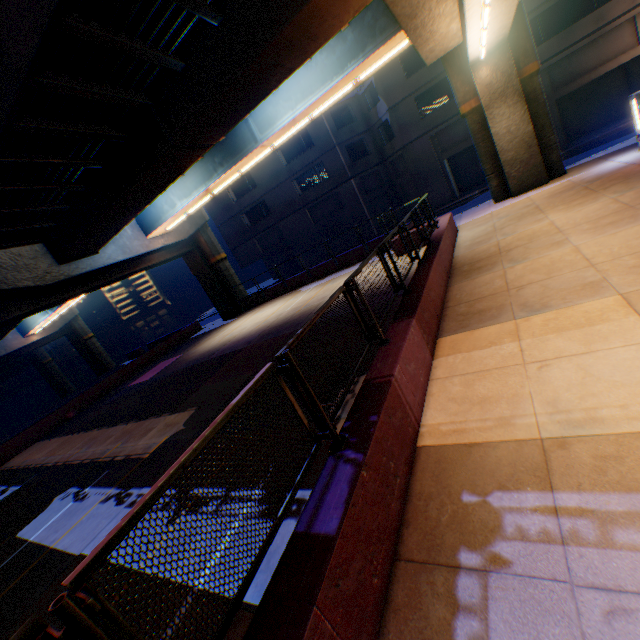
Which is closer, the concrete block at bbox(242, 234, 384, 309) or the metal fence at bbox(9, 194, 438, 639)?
the metal fence at bbox(9, 194, 438, 639)

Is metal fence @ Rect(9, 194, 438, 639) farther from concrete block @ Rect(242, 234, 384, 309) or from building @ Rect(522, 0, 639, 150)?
building @ Rect(522, 0, 639, 150)

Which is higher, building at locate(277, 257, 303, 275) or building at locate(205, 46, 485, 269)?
building at locate(205, 46, 485, 269)

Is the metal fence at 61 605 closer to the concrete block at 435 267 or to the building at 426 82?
the concrete block at 435 267

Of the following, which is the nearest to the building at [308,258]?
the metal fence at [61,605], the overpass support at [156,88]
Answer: the overpass support at [156,88]

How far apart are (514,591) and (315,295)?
15.91m

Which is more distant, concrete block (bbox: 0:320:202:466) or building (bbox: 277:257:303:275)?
building (bbox: 277:257:303:275)

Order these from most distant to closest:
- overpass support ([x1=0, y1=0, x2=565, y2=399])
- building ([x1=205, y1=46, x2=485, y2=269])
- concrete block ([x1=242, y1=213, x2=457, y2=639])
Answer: building ([x1=205, y1=46, x2=485, y2=269]) → overpass support ([x1=0, y1=0, x2=565, y2=399]) → concrete block ([x1=242, y1=213, x2=457, y2=639])
